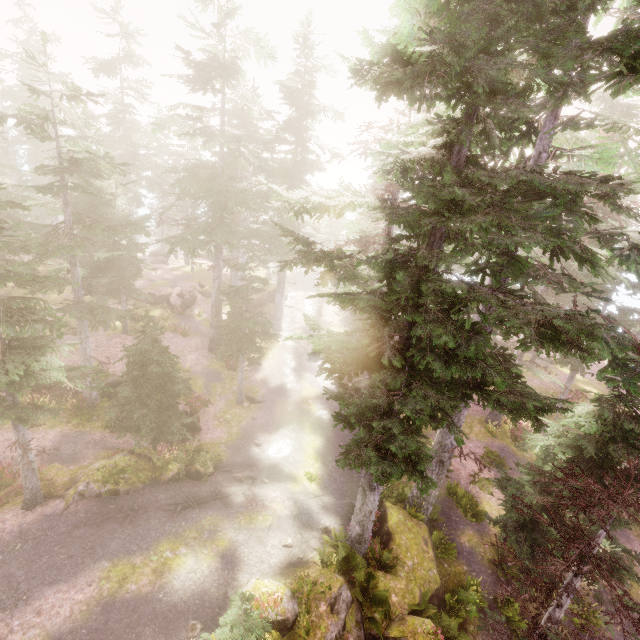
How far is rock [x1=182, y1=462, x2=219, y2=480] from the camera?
15.35m

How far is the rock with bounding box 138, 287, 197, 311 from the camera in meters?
31.9 m

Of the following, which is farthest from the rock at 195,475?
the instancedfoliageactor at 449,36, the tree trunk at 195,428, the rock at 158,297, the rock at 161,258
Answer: the rock at 161,258

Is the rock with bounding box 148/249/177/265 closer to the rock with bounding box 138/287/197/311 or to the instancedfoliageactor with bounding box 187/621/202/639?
the instancedfoliageactor with bounding box 187/621/202/639

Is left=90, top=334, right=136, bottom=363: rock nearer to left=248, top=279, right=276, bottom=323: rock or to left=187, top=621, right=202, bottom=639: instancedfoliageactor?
left=187, top=621, right=202, bottom=639: instancedfoliageactor

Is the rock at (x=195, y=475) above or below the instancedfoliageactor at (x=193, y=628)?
below

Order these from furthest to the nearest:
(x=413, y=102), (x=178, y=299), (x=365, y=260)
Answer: (x=178, y=299) < (x=365, y=260) < (x=413, y=102)

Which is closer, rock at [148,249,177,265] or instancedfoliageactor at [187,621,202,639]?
instancedfoliageactor at [187,621,202,639]
